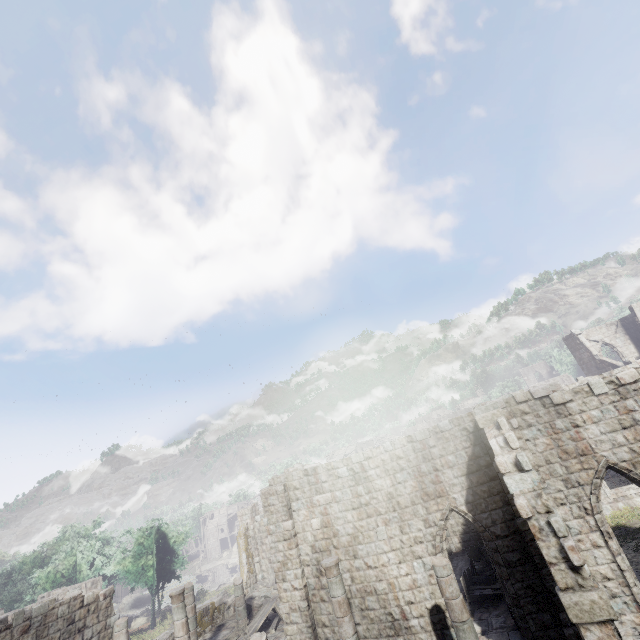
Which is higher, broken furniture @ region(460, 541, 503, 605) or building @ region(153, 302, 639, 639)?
building @ region(153, 302, 639, 639)

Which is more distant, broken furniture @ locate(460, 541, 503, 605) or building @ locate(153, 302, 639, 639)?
broken furniture @ locate(460, 541, 503, 605)

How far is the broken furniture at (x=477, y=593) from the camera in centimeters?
1298cm

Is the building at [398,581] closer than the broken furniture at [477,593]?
Yes

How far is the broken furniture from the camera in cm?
1298

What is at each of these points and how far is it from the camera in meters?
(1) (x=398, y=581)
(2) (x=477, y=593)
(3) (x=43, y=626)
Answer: (1) building, 12.0
(2) broken furniture, 13.3
(3) building, 13.3

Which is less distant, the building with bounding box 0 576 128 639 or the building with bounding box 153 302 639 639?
the building with bounding box 153 302 639 639
